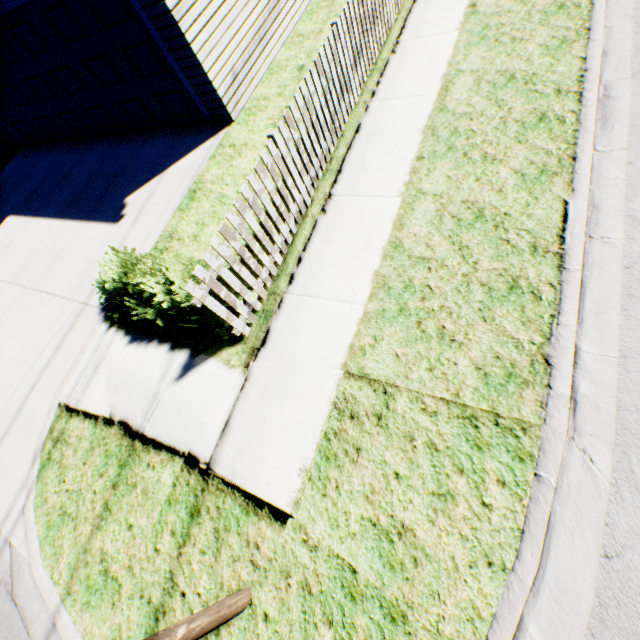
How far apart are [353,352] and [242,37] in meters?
7.7 m

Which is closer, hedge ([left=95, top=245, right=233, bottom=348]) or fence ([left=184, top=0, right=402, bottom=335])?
fence ([left=184, top=0, right=402, bottom=335])

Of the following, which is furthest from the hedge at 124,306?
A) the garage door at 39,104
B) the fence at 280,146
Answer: the garage door at 39,104

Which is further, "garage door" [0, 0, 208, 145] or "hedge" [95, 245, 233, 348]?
"garage door" [0, 0, 208, 145]

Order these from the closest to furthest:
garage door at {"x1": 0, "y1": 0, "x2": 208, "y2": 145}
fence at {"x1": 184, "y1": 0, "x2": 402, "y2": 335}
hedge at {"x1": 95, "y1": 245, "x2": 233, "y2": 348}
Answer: fence at {"x1": 184, "y1": 0, "x2": 402, "y2": 335} → hedge at {"x1": 95, "y1": 245, "x2": 233, "y2": 348} → garage door at {"x1": 0, "y1": 0, "x2": 208, "y2": 145}

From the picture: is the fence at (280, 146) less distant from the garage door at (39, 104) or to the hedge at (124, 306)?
the hedge at (124, 306)

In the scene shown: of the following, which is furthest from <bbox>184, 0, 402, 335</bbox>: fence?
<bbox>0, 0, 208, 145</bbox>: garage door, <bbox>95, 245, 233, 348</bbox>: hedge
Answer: <bbox>0, 0, 208, 145</bbox>: garage door
